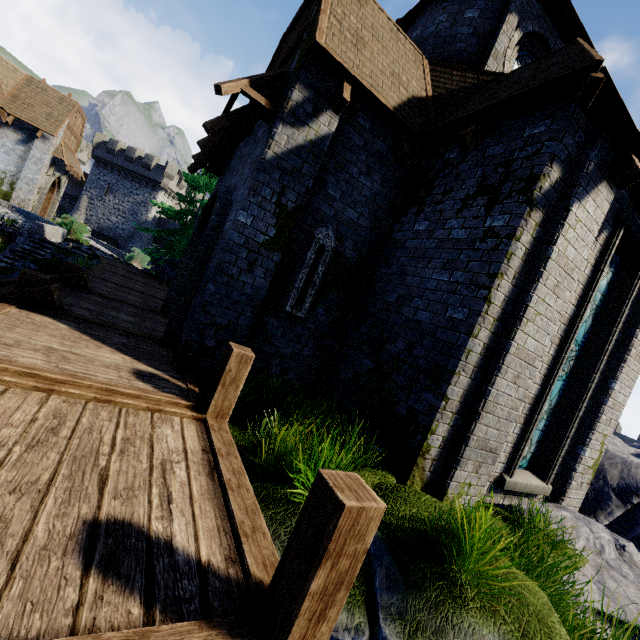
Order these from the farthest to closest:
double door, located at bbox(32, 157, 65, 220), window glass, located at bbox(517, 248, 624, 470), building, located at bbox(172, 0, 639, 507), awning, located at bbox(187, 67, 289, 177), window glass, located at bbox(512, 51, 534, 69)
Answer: double door, located at bbox(32, 157, 65, 220) < window glass, located at bbox(512, 51, 534, 69) < window glass, located at bbox(517, 248, 624, 470) < awning, located at bbox(187, 67, 289, 177) < building, located at bbox(172, 0, 639, 507)

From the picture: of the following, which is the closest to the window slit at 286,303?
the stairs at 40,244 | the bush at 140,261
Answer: the stairs at 40,244

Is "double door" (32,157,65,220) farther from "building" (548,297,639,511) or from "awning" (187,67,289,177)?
"awning" (187,67,289,177)

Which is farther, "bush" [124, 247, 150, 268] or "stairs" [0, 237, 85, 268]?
"bush" [124, 247, 150, 268]

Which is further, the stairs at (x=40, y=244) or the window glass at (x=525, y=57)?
the stairs at (x=40, y=244)

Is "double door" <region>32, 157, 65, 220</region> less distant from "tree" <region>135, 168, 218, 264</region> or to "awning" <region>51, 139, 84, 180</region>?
"awning" <region>51, 139, 84, 180</region>

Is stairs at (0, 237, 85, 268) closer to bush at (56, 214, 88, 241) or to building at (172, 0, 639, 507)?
→ bush at (56, 214, 88, 241)

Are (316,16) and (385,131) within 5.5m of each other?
yes
